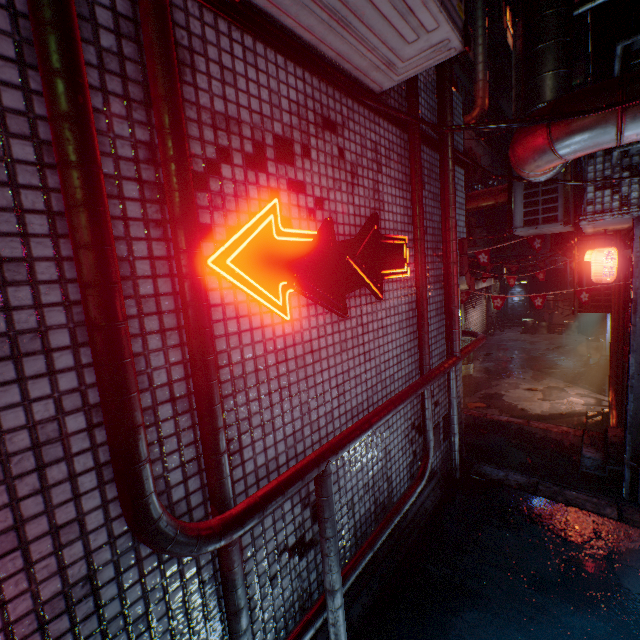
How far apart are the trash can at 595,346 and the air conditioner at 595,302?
5.58m

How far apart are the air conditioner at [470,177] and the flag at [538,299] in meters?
3.6

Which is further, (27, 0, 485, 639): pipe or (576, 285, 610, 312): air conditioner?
(576, 285, 610, 312): air conditioner

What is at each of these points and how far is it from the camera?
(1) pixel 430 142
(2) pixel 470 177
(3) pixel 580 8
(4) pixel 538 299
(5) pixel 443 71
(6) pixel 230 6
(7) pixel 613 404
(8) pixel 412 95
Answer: (1) building, 3.04m
(2) air conditioner, 8.38m
(3) pipe, 2.96m
(4) flag, 5.43m
(5) pipe, 2.71m
(6) building, 1.38m
(7) pipe, 5.07m
(8) pipe, 2.56m

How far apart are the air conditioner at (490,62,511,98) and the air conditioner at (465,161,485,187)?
5.0m

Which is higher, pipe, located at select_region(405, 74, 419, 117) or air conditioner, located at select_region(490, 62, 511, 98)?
air conditioner, located at select_region(490, 62, 511, 98)

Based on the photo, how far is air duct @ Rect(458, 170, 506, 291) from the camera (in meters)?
4.19

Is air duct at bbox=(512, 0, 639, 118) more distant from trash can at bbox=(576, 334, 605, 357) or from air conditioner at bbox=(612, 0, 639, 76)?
trash can at bbox=(576, 334, 605, 357)
